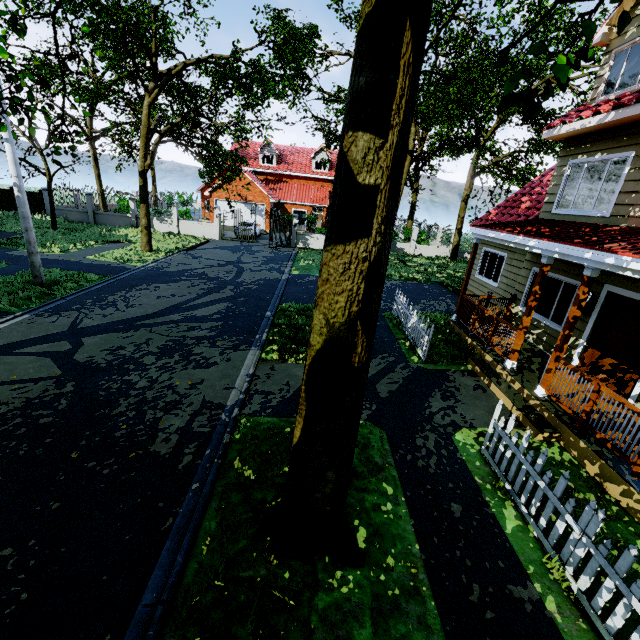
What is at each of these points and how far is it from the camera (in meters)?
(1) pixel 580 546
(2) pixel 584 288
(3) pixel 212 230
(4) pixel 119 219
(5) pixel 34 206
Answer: (1) fence, 3.60
(2) wooden, 5.93
(3) fence, 26.05
(4) fence, 25.69
(5) fence, 25.28

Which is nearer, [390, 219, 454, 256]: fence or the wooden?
the wooden

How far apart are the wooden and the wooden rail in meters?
3.3

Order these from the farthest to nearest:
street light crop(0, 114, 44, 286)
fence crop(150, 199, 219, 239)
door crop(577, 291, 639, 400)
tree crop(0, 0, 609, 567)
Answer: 1. fence crop(150, 199, 219, 239)
2. street light crop(0, 114, 44, 286)
3. door crop(577, 291, 639, 400)
4. tree crop(0, 0, 609, 567)

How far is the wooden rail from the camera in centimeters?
997cm

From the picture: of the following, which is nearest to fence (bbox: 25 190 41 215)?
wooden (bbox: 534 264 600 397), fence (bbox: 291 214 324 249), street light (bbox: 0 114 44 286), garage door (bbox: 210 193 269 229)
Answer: fence (bbox: 291 214 324 249)

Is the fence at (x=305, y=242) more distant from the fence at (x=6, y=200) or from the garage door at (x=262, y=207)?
the garage door at (x=262, y=207)

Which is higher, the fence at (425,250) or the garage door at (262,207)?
the garage door at (262,207)
